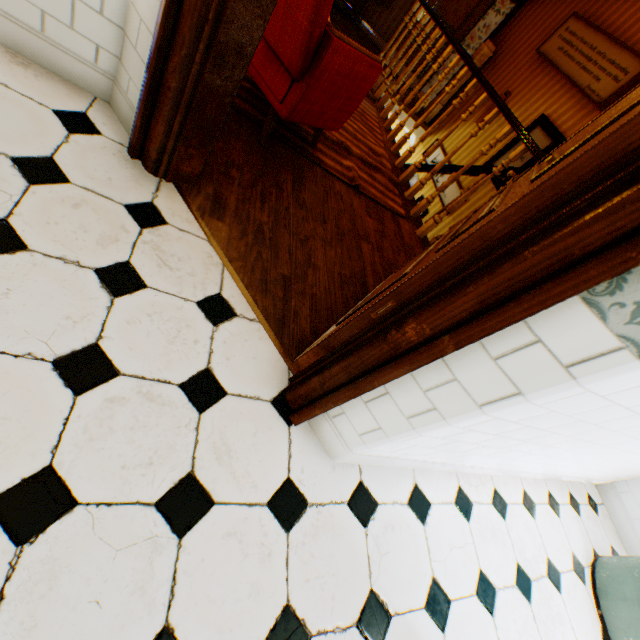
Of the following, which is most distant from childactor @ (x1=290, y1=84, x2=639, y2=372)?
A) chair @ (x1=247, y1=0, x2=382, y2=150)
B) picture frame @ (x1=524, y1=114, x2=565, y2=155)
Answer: picture frame @ (x1=524, y1=114, x2=565, y2=155)

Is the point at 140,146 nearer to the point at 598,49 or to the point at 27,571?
the point at 27,571

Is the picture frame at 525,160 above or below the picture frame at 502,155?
above

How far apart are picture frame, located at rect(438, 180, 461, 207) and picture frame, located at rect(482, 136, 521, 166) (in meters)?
0.45

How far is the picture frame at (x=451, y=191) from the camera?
5.84m

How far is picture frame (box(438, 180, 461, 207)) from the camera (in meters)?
5.84

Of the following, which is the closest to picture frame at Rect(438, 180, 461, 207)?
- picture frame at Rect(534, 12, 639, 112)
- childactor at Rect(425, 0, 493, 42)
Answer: picture frame at Rect(534, 12, 639, 112)
